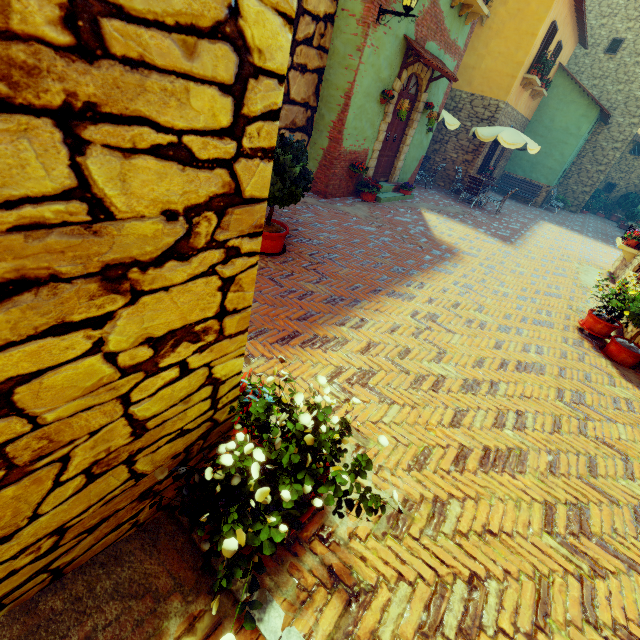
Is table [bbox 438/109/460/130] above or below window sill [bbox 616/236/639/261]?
above

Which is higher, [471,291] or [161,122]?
[161,122]

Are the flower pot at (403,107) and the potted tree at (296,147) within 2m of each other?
no

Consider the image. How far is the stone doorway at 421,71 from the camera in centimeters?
824cm

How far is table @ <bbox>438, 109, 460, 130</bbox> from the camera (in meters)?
11.86

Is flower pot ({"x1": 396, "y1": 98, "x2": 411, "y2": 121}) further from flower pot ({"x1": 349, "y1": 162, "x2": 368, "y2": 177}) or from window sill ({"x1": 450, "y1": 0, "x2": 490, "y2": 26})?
window sill ({"x1": 450, "y1": 0, "x2": 490, "y2": 26})

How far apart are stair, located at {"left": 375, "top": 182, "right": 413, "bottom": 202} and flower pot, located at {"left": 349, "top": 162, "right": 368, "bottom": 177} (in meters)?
0.82

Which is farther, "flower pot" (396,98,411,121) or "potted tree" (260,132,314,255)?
"flower pot" (396,98,411,121)
